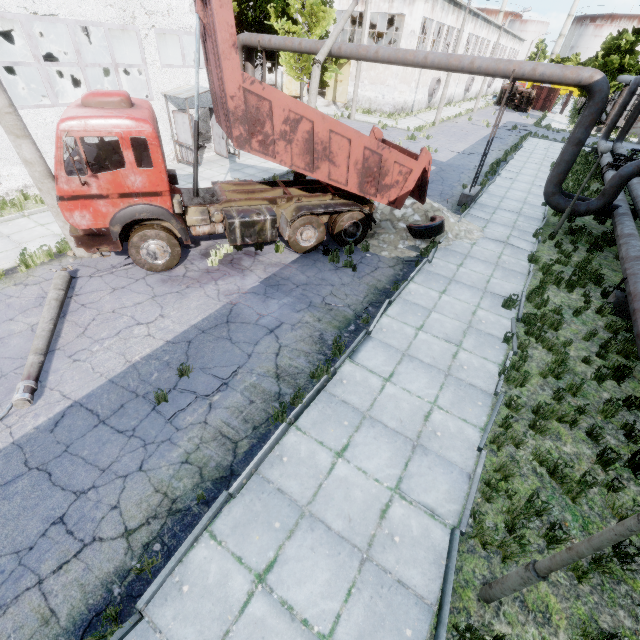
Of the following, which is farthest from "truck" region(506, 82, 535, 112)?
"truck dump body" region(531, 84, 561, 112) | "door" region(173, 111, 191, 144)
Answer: "door" region(173, 111, 191, 144)

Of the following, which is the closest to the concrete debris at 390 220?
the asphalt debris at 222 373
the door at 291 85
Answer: the asphalt debris at 222 373

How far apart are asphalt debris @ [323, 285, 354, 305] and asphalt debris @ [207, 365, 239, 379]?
3.0 meters

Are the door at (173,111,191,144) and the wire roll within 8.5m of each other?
no

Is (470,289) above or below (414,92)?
below

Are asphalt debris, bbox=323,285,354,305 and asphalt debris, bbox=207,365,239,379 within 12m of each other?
yes

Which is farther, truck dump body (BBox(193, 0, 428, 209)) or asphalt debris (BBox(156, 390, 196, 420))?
truck dump body (BBox(193, 0, 428, 209))

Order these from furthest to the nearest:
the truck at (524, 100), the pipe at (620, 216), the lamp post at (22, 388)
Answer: the truck at (524, 100)
the pipe at (620, 216)
the lamp post at (22, 388)
